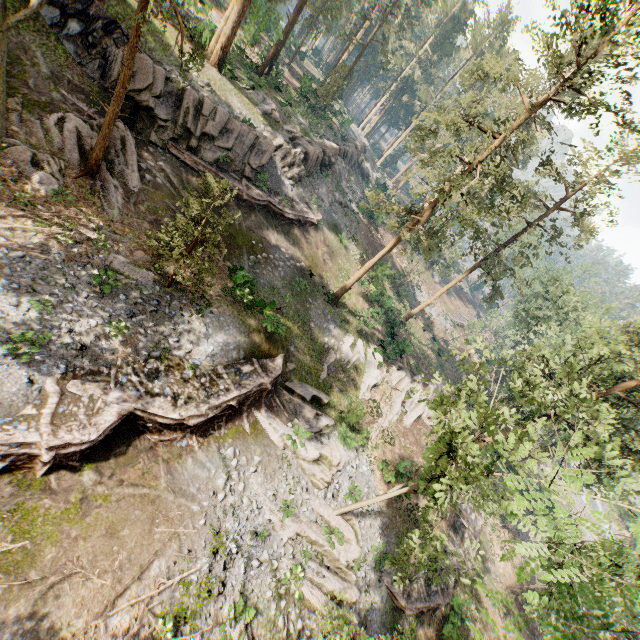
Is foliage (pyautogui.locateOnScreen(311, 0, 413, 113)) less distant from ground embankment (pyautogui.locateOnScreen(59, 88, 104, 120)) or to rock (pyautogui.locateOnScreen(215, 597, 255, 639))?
ground embankment (pyautogui.locateOnScreen(59, 88, 104, 120))

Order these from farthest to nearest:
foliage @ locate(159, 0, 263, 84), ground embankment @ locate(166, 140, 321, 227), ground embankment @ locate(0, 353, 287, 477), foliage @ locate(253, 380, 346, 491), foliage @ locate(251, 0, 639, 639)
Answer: ground embankment @ locate(166, 140, 321, 227)
foliage @ locate(253, 380, 346, 491)
ground embankment @ locate(0, 353, 287, 477)
foliage @ locate(159, 0, 263, 84)
foliage @ locate(251, 0, 639, 639)

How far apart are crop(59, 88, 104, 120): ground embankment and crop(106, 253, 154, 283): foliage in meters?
8.6 m

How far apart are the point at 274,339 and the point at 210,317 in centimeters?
413cm

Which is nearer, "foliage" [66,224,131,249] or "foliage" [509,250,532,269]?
"foliage" [66,224,131,249]

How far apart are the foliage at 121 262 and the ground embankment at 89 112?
8.6 meters

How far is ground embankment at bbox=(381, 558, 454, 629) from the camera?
19.6 meters

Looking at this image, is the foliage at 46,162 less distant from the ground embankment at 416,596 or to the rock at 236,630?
the ground embankment at 416,596
